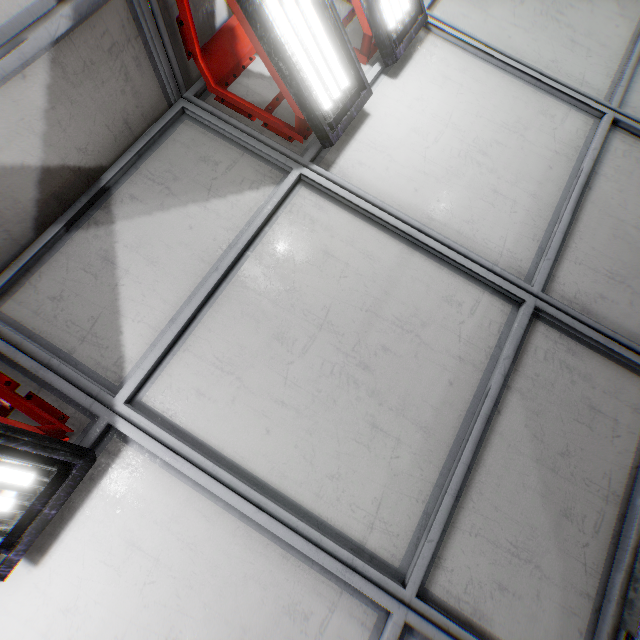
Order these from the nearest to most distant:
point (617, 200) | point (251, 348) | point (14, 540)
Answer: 1. point (14, 540)
2. point (251, 348)
3. point (617, 200)
